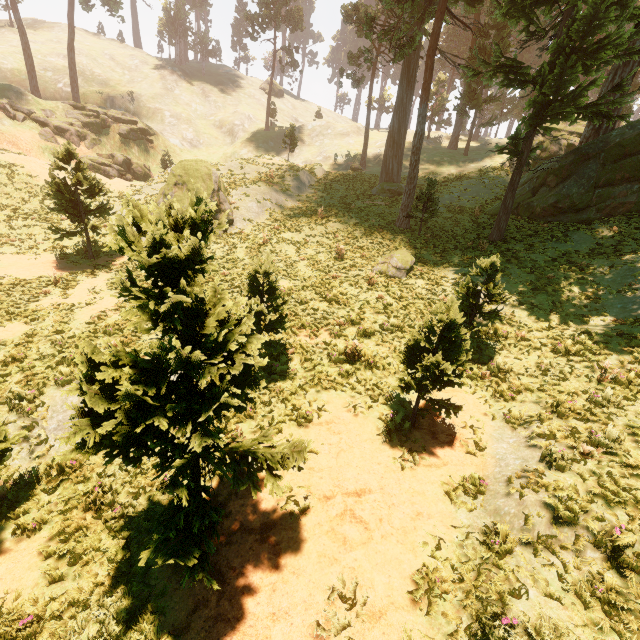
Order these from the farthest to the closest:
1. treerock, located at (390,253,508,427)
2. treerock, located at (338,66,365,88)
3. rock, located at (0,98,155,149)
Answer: treerock, located at (338,66,365,88)
rock, located at (0,98,155,149)
treerock, located at (390,253,508,427)

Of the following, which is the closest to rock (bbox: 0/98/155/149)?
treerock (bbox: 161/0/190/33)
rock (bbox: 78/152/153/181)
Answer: rock (bbox: 78/152/153/181)

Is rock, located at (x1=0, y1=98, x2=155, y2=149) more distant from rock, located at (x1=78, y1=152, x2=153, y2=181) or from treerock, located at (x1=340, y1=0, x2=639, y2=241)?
treerock, located at (x1=340, y1=0, x2=639, y2=241)

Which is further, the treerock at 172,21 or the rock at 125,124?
the treerock at 172,21

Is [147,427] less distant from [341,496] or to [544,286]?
[341,496]

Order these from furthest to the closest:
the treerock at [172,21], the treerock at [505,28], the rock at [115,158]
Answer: the treerock at [172,21] < the rock at [115,158] < the treerock at [505,28]
